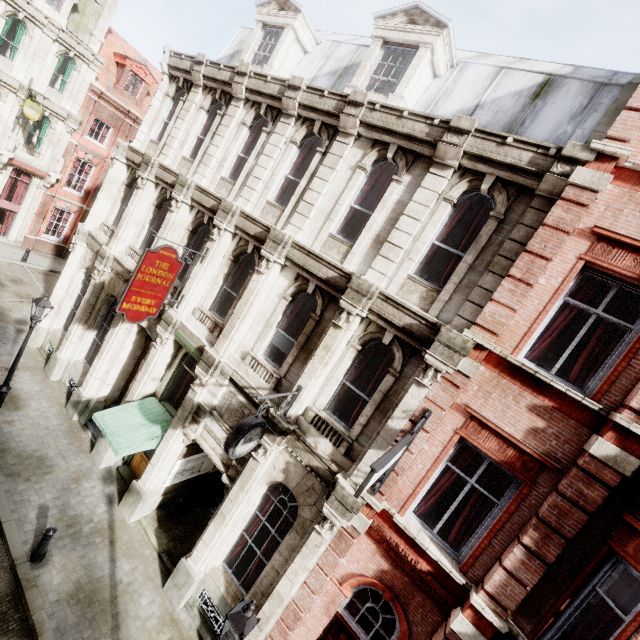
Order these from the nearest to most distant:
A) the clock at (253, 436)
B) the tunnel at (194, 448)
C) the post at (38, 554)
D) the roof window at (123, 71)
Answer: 1. the clock at (253, 436)
2. the post at (38, 554)
3. the tunnel at (194, 448)
4. the roof window at (123, 71)

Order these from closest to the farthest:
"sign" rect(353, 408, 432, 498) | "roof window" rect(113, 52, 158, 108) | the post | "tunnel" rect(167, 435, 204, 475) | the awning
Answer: "sign" rect(353, 408, 432, 498)
the post
the awning
"tunnel" rect(167, 435, 204, 475)
"roof window" rect(113, 52, 158, 108)

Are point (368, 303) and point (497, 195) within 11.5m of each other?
yes

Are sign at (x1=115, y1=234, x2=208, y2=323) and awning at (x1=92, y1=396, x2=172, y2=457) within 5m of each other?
yes

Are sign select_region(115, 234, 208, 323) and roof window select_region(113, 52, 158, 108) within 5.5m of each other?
no

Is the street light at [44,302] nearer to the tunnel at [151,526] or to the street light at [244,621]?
the tunnel at [151,526]

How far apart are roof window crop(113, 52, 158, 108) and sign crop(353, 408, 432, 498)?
30.8m

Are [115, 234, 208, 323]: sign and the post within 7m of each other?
yes
